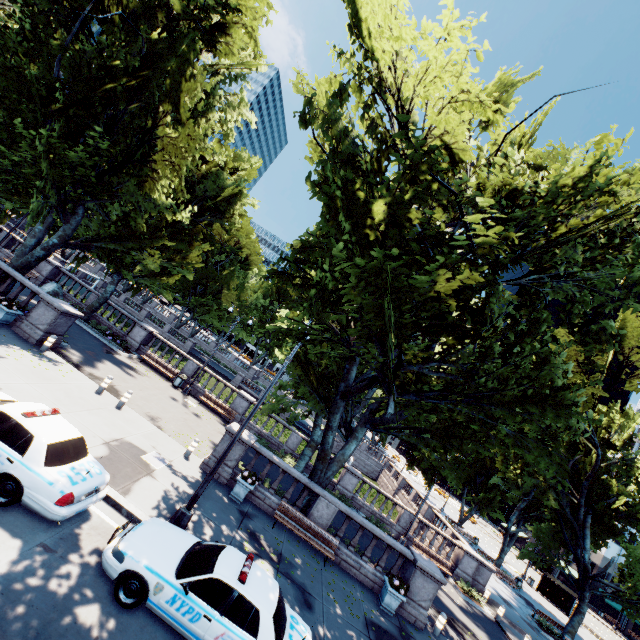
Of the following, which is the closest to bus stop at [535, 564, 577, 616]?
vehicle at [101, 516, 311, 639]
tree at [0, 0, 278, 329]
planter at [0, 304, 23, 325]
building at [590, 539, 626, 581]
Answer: building at [590, 539, 626, 581]

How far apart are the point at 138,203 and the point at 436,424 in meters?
21.0

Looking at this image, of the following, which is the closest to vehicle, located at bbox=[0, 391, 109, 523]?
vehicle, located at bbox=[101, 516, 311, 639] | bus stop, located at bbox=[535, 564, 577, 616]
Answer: vehicle, located at bbox=[101, 516, 311, 639]

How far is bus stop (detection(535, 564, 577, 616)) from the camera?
36.1 meters

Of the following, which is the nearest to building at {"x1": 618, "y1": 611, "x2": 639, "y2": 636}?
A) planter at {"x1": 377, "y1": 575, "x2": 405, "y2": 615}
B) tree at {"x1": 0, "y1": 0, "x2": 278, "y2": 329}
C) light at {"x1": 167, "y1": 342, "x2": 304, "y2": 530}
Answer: tree at {"x1": 0, "y1": 0, "x2": 278, "y2": 329}

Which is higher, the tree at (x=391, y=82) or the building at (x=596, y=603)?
the tree at (x=391, y=82)

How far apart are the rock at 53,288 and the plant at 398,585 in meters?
28.7 m

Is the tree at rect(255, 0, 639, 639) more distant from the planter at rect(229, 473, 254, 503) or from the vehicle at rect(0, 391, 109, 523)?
the vehicle at rect(0, 391, 109, 523)
